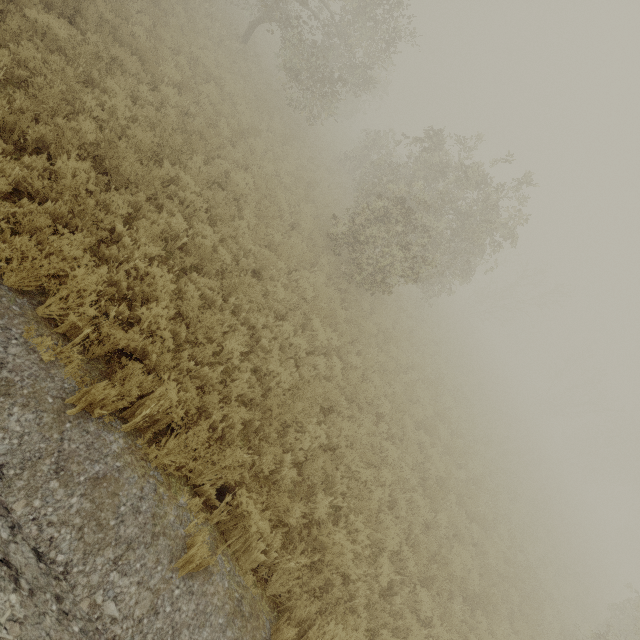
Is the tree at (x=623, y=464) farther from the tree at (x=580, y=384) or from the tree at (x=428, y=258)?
the tree at (x=428, y=258)

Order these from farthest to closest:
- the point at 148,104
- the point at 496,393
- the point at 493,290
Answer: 1. the point at 493,290
2. the point at 496,393
3. the point at 148,104

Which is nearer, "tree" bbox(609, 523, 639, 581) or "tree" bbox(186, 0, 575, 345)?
"tree" bbox(186, 0, 575, 345)

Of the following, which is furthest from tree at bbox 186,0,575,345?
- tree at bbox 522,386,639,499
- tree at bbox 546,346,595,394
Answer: tree at bbox 522,386,639,499

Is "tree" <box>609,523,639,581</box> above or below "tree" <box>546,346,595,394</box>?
below

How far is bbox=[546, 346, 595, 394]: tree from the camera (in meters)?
42.96

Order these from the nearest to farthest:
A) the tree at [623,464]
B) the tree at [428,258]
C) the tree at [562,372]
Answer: the tree at [428,258], the tree at [623,464], the tree at [562,372]

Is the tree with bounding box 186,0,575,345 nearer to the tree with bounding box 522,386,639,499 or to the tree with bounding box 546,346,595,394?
the tree with bounding box 546,346,595,394
